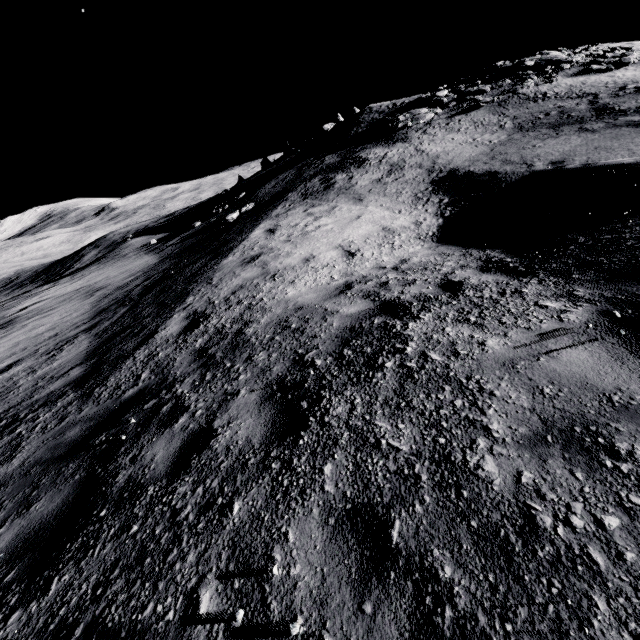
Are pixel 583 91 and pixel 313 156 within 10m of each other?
no
